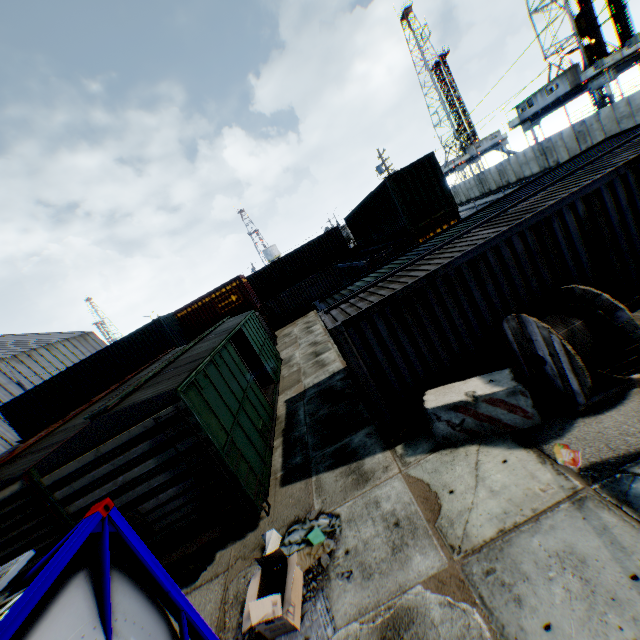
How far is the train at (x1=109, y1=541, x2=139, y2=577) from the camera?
6.6m

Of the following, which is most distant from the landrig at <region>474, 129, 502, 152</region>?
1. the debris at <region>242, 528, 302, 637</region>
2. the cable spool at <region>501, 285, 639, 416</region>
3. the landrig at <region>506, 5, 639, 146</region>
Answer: the debris at <region>242, 528, 302, 637</region>

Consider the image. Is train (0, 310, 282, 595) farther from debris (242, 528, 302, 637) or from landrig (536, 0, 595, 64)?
landrig (536, 0, 595, 64)

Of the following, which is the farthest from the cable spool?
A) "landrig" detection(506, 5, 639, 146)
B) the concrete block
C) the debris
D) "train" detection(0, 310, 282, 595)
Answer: "landrig" detection(506, 5, 639, 146)

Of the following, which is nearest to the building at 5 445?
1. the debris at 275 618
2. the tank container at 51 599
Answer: the tank container at 51 599

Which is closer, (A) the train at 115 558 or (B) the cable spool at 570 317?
(B) the cable spool at 570 317

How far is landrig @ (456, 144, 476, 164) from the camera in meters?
58.6 m

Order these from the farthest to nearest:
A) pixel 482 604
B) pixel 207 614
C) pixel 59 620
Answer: pixel 207 614, pixel 482 604, pixel 59 620
